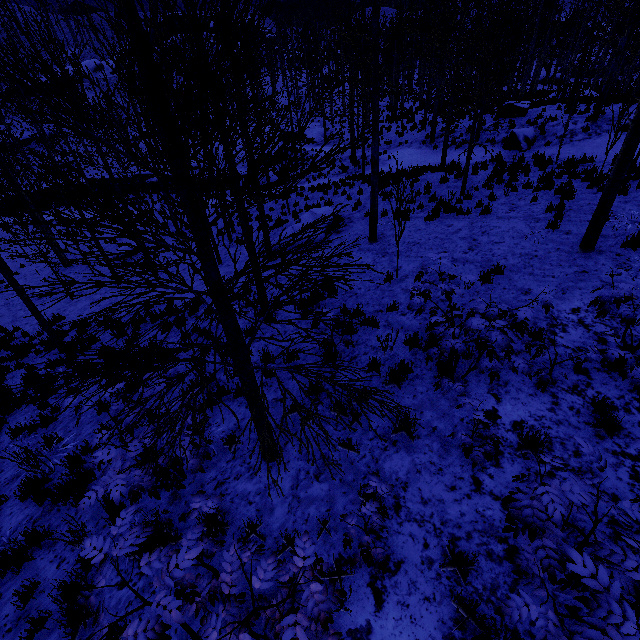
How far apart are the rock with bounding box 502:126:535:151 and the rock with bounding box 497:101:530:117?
3.64m

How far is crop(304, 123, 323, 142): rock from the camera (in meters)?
34.13

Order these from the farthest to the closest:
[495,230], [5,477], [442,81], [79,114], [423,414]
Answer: [442,81] → [495,230] → [5,477] → [423,414] → [79,114]

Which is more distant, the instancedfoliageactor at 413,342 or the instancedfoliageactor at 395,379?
the instancedfoliageactor at 413,342

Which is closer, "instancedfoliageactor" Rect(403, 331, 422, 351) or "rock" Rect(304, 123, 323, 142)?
"instancedfoliageactor" Rect(403, 331, 422, 351)

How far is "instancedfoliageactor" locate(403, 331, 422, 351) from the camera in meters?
5.7

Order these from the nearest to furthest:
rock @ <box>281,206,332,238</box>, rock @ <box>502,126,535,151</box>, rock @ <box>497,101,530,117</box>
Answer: rock @ <box>281,206,332,238</box> → rock @ <box>502,126,535,151</box> → rock @ <box>497,101,530,117</box>

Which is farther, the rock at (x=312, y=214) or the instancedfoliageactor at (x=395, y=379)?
the rock at (x=312, y=214)
